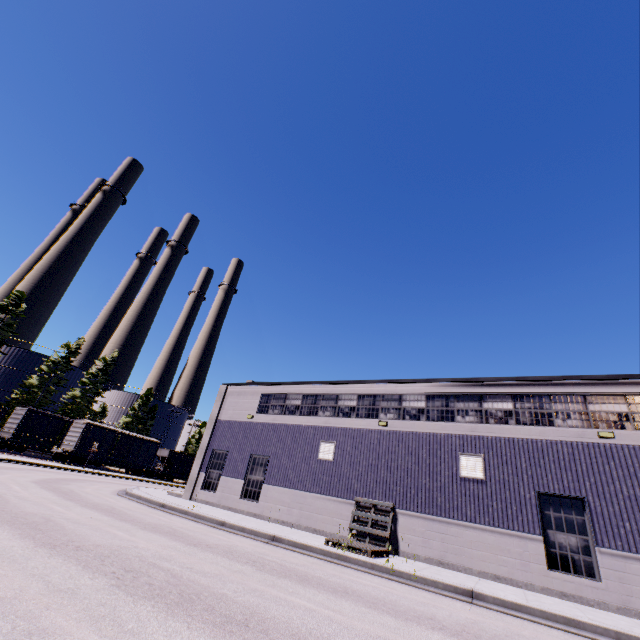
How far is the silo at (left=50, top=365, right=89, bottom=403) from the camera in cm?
4908

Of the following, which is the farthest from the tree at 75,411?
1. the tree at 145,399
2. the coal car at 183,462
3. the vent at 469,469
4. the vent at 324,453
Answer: the vent at 469,469

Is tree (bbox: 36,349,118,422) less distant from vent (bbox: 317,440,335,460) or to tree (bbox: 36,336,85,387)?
tree (bbox: 36,336,85,387)

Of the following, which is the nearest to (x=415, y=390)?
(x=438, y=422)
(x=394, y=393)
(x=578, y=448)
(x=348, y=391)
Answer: (x=394, y=393)

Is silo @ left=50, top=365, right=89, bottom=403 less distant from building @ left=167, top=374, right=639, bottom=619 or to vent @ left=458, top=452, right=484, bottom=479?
building @ left=167, top=374, right=639, bottom=619

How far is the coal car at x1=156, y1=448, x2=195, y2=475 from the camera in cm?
4804

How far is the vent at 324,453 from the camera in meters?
17.4

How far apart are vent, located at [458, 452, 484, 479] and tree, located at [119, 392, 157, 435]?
58.7 meters
